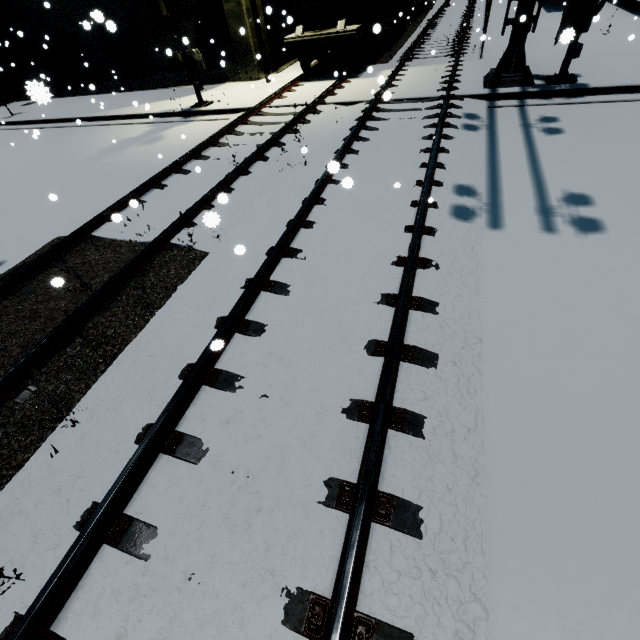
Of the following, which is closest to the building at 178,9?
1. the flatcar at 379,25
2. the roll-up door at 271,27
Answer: the roll-up door at 271,27

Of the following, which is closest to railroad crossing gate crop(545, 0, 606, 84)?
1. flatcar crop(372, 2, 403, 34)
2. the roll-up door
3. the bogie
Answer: flatcar crop(372, 2, 403, 34)

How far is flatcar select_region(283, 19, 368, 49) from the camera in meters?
11.8 m

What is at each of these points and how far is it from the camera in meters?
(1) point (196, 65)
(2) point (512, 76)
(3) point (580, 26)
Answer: (1) railroad crossing gate, 11.9
(2) railroad crossing overhang, 9.2
(3) railroad crossing gate, 8.2

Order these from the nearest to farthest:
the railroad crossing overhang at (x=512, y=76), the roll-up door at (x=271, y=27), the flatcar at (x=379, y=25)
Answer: the flatcar at (x=379, y=25) < the railroad crossing overhang at (x=512, y=76) < the roll-up door at (x=271, y=27)

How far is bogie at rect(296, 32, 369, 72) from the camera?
12.60m

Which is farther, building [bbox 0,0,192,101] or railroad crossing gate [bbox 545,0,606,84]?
building [bbox 0,0,192,101]
